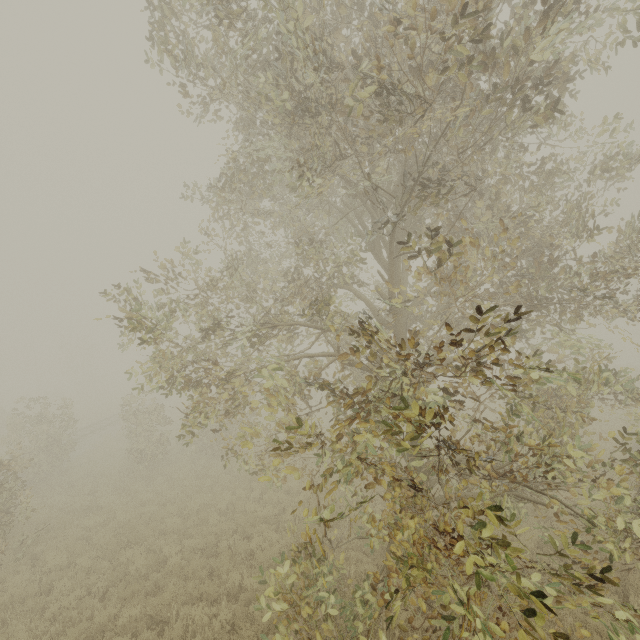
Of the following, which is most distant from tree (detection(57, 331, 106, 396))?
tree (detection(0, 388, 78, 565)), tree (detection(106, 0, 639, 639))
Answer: tree (detection(106, 0, 639, 639))

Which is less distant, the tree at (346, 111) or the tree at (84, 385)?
the tree at (346, 111)

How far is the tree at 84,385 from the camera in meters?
48.5

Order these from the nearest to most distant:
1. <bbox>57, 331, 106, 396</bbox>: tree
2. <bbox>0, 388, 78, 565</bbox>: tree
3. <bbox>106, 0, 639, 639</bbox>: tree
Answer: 1. <bbox>106, 0, 639, 639</bbox>: tree
2. <bbox>0, 388, 78, 565</bbox>: tree
3. <bbox>57, 331, 106, 396</bbox>: tree

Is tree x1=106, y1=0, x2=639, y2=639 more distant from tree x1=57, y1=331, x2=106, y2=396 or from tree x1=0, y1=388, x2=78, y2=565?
tree x1=57, y1=331, x2=106, y2=396

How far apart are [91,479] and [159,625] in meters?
11.6 m

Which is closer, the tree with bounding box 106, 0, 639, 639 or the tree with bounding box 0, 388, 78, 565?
the tree with bounding box 106, 0, 639, 639
